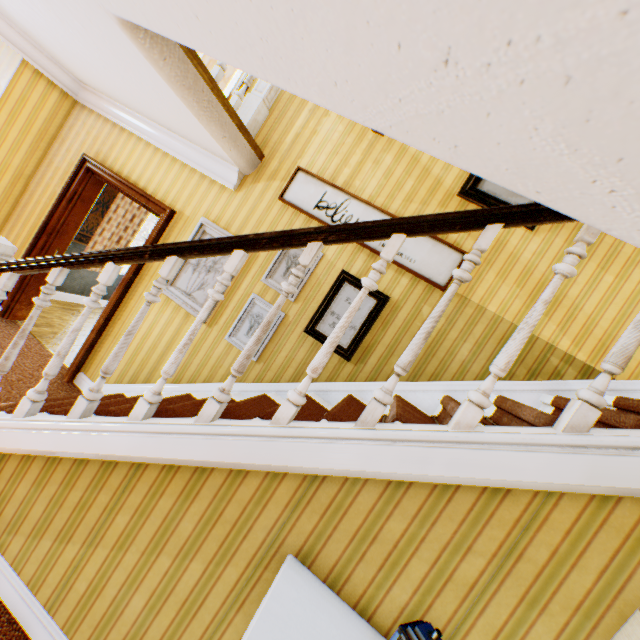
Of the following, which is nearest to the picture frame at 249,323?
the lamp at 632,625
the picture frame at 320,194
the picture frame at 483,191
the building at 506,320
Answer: the building at 506,320

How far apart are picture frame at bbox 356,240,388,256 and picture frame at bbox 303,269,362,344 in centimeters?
29cm

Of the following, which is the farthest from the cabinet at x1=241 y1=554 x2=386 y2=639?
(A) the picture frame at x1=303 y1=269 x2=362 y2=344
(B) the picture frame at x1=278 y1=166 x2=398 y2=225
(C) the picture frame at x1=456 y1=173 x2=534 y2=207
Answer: (C) the picture frame at x1=456 y1=173 x2=534 y2=207

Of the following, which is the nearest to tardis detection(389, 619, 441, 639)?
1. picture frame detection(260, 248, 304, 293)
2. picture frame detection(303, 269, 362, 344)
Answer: picture frame detection(303, 269, 362, 344)

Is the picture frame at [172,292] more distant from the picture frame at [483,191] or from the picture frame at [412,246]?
the picture frame at [483,191]

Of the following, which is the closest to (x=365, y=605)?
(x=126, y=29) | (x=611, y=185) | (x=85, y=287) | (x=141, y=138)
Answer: (x=611, y=185)

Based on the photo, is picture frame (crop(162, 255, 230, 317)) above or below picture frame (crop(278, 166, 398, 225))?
below

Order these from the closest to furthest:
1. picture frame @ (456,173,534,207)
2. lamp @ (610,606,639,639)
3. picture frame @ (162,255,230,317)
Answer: lamp @ (610,606,639,639) < picture frame @ (456,173,534,207) < picture frame @ (162,255,230,317)
